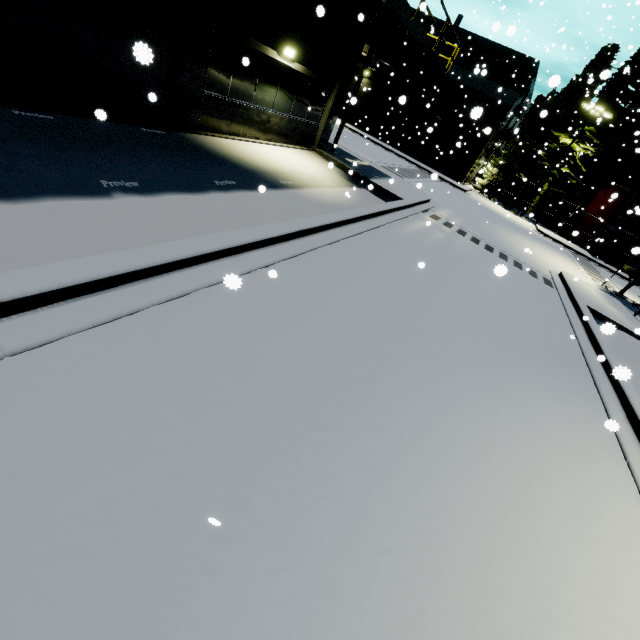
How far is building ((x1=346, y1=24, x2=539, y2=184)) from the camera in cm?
2873

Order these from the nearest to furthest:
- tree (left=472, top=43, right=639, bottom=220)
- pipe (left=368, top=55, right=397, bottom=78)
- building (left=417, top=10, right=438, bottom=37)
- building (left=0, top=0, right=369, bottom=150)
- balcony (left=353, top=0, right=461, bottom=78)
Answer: building (left=0, top=0, right=369, bottom=150)
balcony (left=353, top=0, right=461, bottom=78)
building (left=417, top=10, right=438, bottom=37)
tree (left=472, top=43, right=639, bottom=220)
pipe (left=368, top=55, right=397, bottom=78)

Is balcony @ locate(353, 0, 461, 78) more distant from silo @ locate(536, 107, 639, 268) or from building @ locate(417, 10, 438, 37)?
silo @ locate(536, 107, 639, 268)

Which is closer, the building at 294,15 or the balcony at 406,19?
the building at 294,15

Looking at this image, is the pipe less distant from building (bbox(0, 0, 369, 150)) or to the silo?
building (bbox(0, 0, 369, 150))

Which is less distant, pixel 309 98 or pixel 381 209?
pixel 381 209

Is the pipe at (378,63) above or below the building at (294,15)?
above

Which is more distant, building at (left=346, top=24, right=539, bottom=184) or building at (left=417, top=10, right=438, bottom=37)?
building at (left=346, top=24, right=539, bottom=184)
